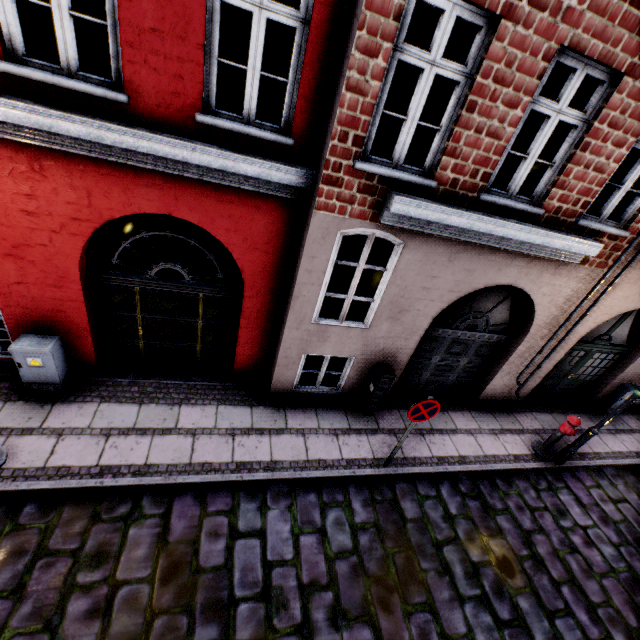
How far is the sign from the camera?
5.0 meters

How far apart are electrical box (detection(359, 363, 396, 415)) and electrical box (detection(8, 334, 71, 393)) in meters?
5.6 m

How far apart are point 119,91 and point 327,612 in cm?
705

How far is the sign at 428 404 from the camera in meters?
5.0

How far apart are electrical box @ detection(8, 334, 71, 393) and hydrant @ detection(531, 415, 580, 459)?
9.79m

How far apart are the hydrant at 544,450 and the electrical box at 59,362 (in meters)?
9.79

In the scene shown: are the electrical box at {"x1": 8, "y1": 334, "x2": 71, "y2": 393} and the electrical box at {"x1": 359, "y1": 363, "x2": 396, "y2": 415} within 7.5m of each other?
yes

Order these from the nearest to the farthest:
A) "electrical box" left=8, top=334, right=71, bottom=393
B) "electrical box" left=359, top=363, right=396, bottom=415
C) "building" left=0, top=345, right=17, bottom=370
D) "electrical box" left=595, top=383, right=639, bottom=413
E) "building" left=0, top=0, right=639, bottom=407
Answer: "building" left=0, top=0, right=639, bottom=407, "electrical box" left=8, top=334, right=71, bottom=393, "building" left=0, top=345, right=17, bottom=370, "electrical box" left=359, top=363, right=396, bottom=415, "electrical box" left=595, top=383, right=639, bottom=413
